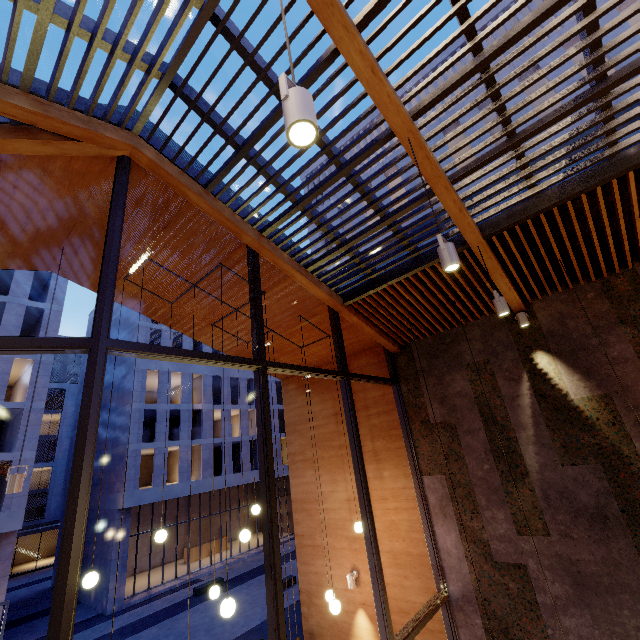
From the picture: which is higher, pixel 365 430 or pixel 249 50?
pixel 249 50

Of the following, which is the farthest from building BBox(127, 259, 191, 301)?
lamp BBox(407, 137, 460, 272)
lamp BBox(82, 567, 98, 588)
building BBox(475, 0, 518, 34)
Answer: building BBox(475, 0, 518, 34)

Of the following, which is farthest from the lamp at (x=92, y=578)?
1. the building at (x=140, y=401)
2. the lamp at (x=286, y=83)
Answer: the building at (x=140, y=401)

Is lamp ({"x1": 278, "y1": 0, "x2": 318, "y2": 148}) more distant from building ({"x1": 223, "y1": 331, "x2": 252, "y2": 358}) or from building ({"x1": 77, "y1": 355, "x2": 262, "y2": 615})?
building ({"x1": 77, "y1": 355, "x2": 262, "y2": 615})

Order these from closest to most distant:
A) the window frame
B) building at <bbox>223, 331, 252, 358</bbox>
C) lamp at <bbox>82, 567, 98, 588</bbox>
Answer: the window frame
lamp at <bbox>82, 567, 98, 588</bbox>
building at <bbox>223, 331, 252, 358</bbox>

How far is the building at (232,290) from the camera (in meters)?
6.26

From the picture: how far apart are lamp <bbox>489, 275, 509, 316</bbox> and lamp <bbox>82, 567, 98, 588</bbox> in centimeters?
687cm

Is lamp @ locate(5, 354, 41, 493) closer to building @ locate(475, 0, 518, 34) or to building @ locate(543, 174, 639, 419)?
building @ locate(543, 174, 639, 419)
